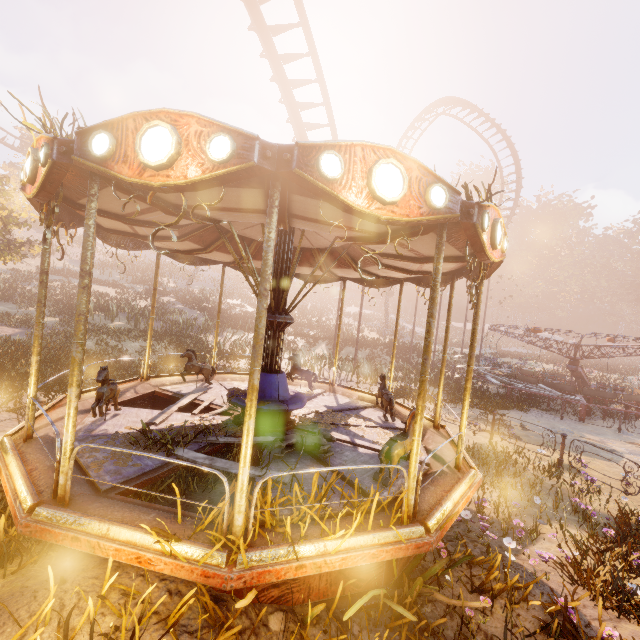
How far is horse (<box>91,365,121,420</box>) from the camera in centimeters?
521cm

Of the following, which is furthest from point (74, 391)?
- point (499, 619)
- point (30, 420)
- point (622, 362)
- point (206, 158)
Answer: point (622, 362)

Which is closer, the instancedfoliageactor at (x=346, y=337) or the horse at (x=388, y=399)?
the horse at (x=388, y=399)

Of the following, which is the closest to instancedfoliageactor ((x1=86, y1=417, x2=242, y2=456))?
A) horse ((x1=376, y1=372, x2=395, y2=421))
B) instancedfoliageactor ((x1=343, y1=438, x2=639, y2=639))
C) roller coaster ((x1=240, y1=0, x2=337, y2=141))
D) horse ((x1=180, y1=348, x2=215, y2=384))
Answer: horse ((x1=180, y1=348, x2=215, y2=384))

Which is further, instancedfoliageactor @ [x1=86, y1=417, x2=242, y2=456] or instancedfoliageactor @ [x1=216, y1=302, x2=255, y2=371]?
instancedfoliageactor @ [x1=216, y1=302, x2=255, y2=371]

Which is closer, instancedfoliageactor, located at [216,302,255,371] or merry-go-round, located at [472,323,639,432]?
merry-go-round, located at [472,323,639,432]

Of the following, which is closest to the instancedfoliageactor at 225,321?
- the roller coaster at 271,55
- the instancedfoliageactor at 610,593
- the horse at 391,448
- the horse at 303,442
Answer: the roller coaster at 271,55

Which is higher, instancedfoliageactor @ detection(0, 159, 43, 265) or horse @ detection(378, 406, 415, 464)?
instancedfoliageactor @ detection(0, 159, 43, 265)
